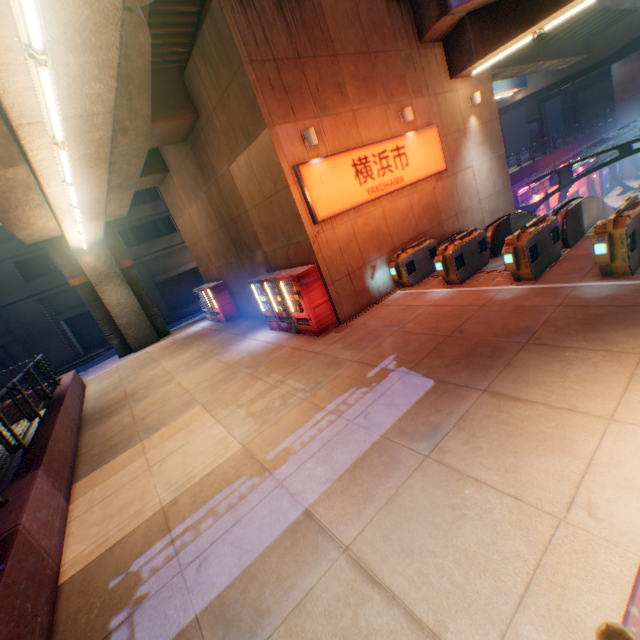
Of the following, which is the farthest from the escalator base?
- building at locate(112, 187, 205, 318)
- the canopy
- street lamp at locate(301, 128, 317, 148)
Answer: building at locate(112, 187, 205, 318)

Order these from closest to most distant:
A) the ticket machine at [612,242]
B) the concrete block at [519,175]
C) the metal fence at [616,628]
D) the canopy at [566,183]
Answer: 1. the metal fence at [616,628]
2. the ticket machine at [612,242]
3. the canopy at [566,183]
4. the concrete block at [519,175]

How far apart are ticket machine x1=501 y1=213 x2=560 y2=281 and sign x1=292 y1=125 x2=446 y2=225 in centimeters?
415cm

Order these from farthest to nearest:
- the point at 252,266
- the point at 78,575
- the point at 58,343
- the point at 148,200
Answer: the point at 148,200 < the point at 58,343 < the point at 252,266 < the point at 78,575

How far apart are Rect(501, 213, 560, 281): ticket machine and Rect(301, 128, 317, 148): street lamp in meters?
5.5

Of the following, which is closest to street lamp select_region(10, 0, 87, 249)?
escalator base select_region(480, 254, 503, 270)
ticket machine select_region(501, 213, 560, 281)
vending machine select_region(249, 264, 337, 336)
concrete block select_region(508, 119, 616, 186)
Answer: vending machine select_region(249, 264, 337, 336)

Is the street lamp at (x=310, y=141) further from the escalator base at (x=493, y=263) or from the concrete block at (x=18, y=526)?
the concrete block at (x=18, y=526)

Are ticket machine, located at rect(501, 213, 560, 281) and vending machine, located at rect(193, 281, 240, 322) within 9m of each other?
no
